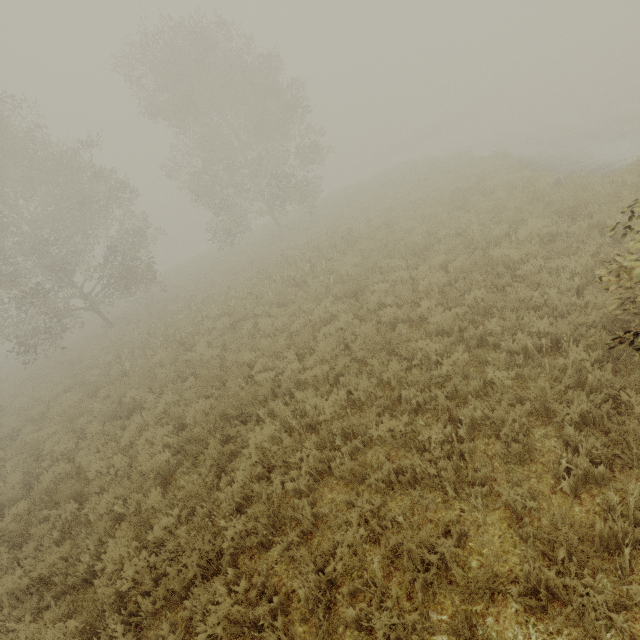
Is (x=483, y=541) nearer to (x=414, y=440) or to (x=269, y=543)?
(x=414, y=440)
